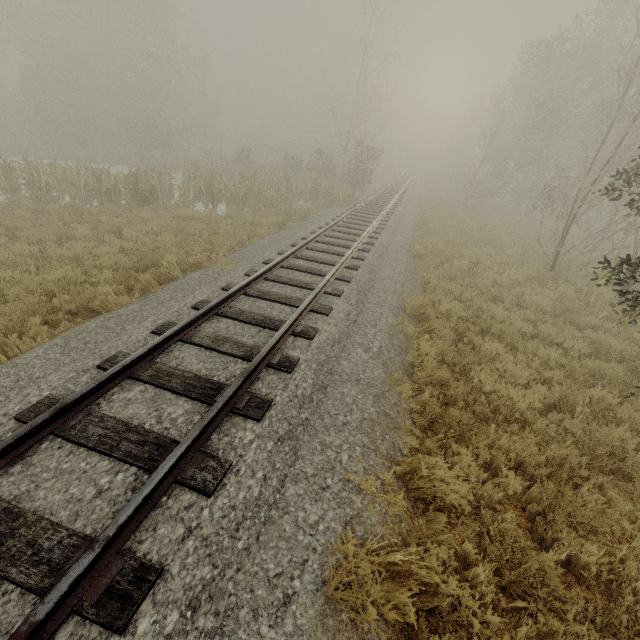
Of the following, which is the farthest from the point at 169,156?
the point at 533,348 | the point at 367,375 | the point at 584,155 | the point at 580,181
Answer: the point at 584,155
